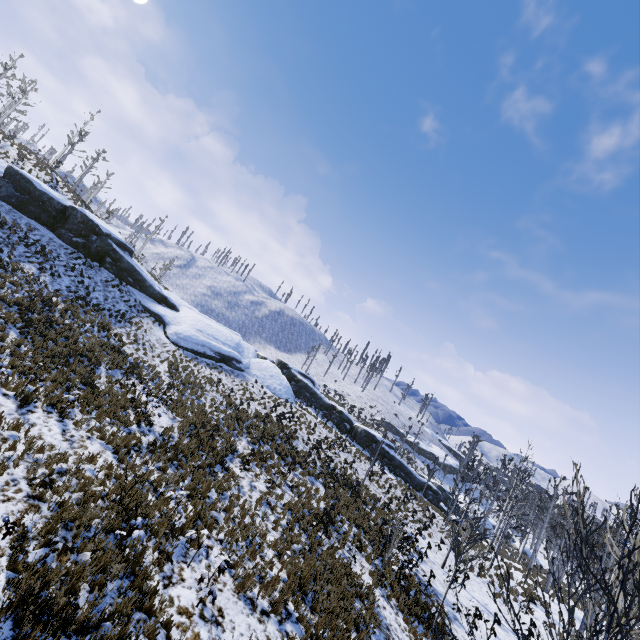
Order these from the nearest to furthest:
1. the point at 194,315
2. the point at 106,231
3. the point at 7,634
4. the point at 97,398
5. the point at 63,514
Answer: the point at 7,634 → the point at 63,514 → the point at 97,398 → the point at 106,231 → the point at 194,315

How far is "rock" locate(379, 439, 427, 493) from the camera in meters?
34.7

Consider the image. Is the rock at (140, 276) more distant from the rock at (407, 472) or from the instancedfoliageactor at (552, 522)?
the instancedfoliageactor at (552, 522)

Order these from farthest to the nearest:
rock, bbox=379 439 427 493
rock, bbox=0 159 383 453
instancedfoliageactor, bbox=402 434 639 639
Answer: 1. rock, bbox=379 439 427 493
2. rock, bbox=0 159 383 453
3. instancedfoliageactor, bbox=402 434 639 639

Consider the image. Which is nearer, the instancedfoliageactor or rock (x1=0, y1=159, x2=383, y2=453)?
the instancedfoliageactor

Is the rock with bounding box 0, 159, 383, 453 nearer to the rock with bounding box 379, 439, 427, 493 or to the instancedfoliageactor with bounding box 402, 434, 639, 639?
the rock with bounding box 379, 439, 427, 493
